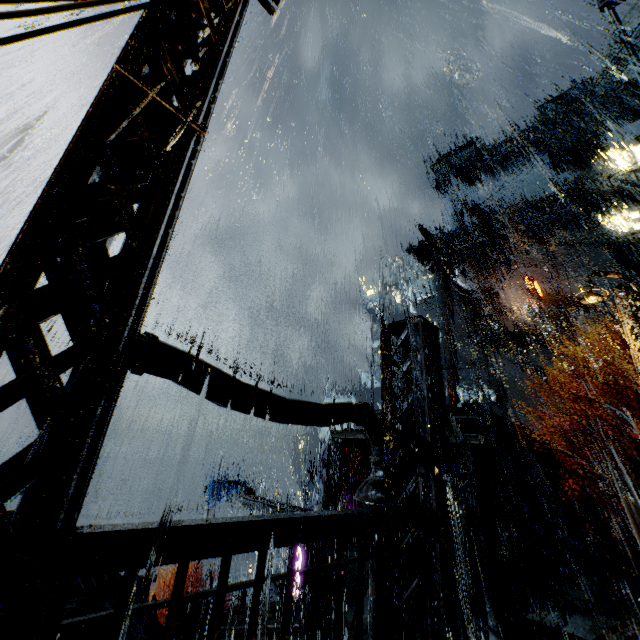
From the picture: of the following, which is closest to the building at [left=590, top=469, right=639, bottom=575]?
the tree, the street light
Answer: Result: the street light

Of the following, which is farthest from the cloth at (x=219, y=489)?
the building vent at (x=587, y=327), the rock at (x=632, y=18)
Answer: the rock at (x=632, y=18)

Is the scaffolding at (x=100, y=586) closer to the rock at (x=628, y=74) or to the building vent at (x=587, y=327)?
the building vent at (x=587, y=327)

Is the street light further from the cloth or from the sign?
the sign

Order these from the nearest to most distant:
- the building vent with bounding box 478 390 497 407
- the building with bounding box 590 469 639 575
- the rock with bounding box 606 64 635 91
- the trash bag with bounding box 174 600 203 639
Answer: the trash bag with bounding box 174 600 203 639 → the building with bounding box 590 469 639 575 → the building vent with bounding box 478 390 497 407 → the rock with bounding box 606 64 635 91

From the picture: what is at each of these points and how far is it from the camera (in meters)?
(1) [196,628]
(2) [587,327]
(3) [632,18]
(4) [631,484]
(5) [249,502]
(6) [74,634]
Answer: (1) trash bag, 10.65
(2) building vent, 35.19
(3) rock, 48.56
(4) tree, 14.34
(5) beam, 23.67
(6) scaffolding, 3.53

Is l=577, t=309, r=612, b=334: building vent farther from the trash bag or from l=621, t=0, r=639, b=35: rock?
the trash bag

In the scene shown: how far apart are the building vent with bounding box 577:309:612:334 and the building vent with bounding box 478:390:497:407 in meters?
11.1 m
